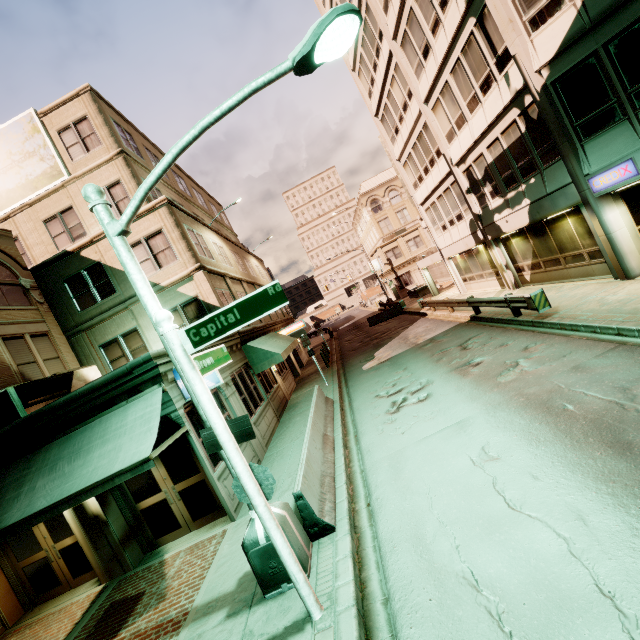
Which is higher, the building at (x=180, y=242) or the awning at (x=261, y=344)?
the building at (x=180, y=242)

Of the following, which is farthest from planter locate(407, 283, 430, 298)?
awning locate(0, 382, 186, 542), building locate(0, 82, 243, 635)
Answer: awning locate(0, 382, 186, 542)

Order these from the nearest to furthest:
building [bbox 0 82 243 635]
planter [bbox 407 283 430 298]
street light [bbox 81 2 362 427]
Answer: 1. street light [bbox 81 2 362 427]
2. building [bbox 0 82 243 635]
3. planter [bbox 407 283 430 298]

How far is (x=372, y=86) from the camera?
22.61m

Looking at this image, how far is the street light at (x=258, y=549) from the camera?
5.1m

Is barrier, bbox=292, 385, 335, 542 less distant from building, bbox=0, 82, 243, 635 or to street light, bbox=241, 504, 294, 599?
street light, bbox=241, 504, 294, 599

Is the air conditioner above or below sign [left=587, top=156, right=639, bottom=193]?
above

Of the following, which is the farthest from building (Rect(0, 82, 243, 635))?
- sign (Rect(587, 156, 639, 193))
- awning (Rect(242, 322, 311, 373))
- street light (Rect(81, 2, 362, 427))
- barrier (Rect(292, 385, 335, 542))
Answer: sign (Rect(587, 156, 639, 193))
